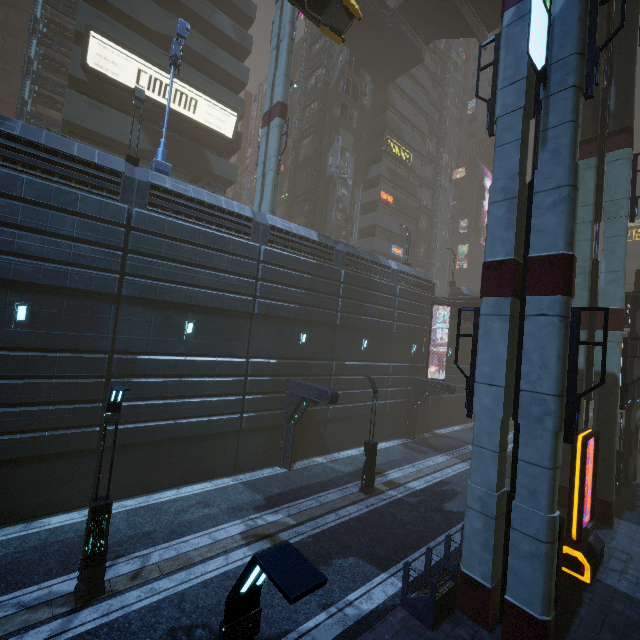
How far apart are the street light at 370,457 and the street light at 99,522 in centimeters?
1057cm

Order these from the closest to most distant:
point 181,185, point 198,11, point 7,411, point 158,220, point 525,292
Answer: point 525,292
point 7,411
point 158,220
point 181,185
point 198,11

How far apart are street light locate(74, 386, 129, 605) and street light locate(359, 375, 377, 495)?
10.6 meters

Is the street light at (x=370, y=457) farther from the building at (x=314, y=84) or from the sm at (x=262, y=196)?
the sm at (x=262, y=196)

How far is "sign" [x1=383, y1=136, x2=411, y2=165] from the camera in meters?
37.9 m

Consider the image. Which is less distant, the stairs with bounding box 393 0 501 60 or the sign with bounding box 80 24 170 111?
the sign with bounding box 80 24 170 111

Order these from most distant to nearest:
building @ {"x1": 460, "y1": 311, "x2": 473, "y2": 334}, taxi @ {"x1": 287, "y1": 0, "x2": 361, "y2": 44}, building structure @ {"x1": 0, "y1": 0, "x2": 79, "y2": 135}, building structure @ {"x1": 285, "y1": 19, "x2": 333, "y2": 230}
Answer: building structure @ {"x1": 285, "y1": 19, "x2": 333, "y2": 230} < building @ {"x1": 460, "y1": 311, "x2": 473, "y2": 334} < building structure @ {"x1": 0, "y1": 0, "x2": 79, "y2": 135} < taxi @ {"x1": 287, "y1": 0, "x2": 361, "y2": 44}

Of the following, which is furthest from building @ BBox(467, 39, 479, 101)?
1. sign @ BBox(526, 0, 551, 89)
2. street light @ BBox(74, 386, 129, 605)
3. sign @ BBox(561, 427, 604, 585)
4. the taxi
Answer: the taxi
